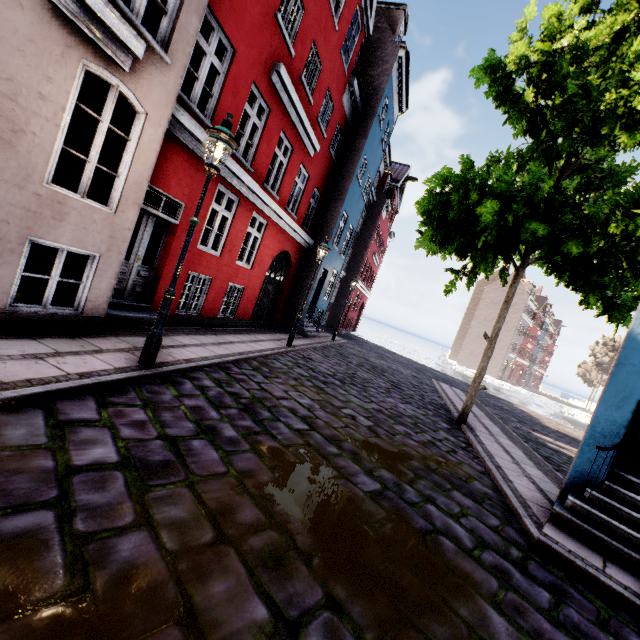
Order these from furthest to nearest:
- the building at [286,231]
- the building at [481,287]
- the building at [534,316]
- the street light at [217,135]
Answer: the building at [481,287], the building at [534,316], the street light at [217,135], the building at [286,231]

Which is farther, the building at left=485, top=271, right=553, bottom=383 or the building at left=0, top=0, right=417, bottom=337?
the building at left=485, top=271, right=553, bottom=383

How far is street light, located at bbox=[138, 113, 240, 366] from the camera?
4.6m

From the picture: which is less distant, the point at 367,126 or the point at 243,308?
the point at 243,308

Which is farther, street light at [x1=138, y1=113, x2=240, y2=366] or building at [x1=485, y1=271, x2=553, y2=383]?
building at [x1=485, y1=271, x2=553, y2=383]

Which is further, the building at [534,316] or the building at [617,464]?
the building at [534,316]

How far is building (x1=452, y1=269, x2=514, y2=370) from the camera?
51.1 meters
